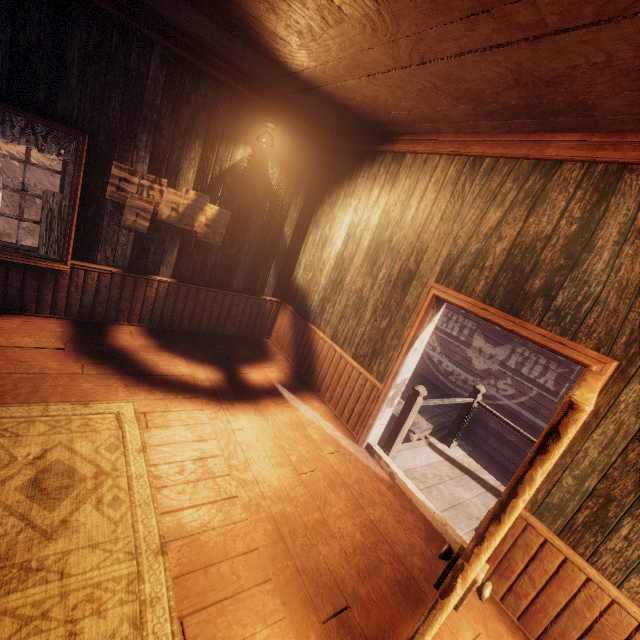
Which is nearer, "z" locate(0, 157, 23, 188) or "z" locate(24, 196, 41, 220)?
"z" locate(0, 157, 23, 188)

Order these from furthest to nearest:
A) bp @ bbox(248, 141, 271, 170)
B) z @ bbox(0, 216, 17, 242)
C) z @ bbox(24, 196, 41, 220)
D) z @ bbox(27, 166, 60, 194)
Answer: z @ bbox(27, 166, 60, 194)
z @ bbox(24, 196, 41, 220)
z @ bbox(0, 216, 17, 242)
bp @ bbox(248, 141, 271, 170)

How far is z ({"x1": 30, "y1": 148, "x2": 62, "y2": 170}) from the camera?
17.26m

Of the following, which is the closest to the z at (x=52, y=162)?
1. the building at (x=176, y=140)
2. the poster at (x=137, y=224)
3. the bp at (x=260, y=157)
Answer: the building at (x=176, y=140)

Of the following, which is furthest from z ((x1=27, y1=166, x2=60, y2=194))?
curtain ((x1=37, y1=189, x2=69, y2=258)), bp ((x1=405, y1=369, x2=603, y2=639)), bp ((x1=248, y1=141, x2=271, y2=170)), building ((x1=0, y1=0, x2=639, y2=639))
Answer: bp ((x1=248, y1=141, x2=271, y2=170))

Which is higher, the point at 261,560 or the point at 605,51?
the point at 605,51

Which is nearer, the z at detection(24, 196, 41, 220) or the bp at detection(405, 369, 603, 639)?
the bp at detection(405, 369, 603, 639)

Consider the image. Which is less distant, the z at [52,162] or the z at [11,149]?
the z at [11,149]
